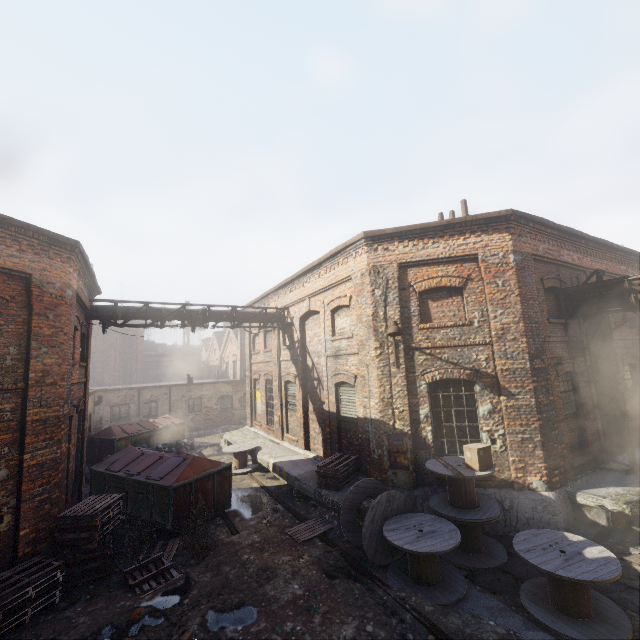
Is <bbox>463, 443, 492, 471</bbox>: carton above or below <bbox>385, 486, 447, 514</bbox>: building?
above

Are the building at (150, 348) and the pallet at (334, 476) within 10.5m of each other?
no

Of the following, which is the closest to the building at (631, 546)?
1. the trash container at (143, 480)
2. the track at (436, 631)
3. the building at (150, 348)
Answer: the track at (436, 631)

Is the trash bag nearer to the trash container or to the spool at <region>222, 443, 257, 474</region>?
the trash container

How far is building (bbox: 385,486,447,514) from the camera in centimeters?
863cm

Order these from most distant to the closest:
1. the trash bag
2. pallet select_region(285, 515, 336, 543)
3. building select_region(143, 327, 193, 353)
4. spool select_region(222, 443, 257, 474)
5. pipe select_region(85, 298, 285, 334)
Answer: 1. building select_region(143, 327, 193, 353)
2. the trash bag
3. spool select_region(222, 443, 257, 474)
4. pipe select_region(85, 298, 285, 334)
5. pallet select_region(285, 515, 336, 543)

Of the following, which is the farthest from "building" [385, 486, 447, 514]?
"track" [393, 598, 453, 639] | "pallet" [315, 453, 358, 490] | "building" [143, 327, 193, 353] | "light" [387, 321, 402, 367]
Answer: "building" [143, 327, 193, 353]

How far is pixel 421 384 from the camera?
9.27m
